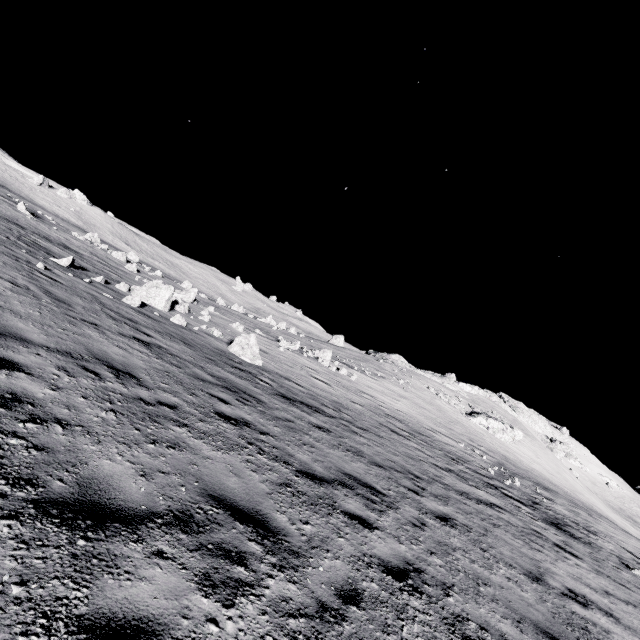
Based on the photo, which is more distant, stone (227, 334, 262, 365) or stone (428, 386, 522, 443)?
stone (428, 386, 522, 443)

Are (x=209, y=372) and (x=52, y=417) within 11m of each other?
yes

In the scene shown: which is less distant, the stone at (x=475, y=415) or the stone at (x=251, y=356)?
the stone at (x=251, y=356)

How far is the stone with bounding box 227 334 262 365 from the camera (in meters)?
15.09

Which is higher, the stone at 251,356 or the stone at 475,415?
the stone at 475,415

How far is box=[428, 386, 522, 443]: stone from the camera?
48.6 meters

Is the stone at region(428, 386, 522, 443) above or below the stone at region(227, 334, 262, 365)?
above
